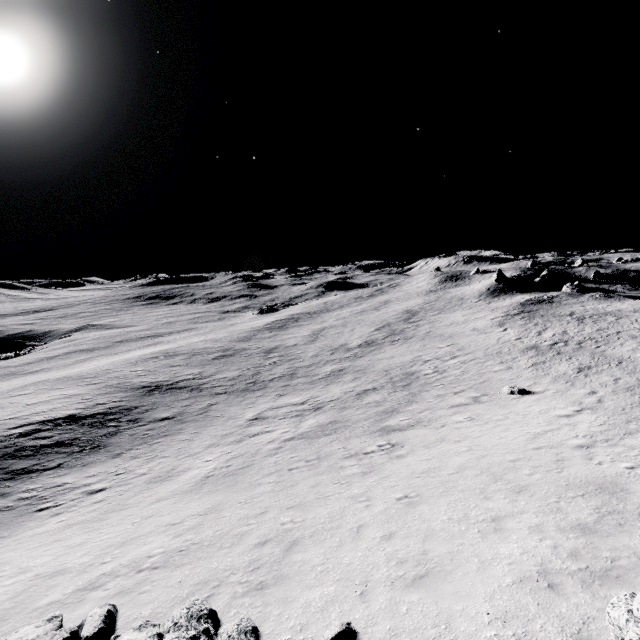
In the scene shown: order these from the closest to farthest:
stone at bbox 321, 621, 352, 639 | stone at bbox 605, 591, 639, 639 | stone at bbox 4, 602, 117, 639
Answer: stone at bbox 605, 591, 639, 639, stone at bbox 321, 621, 352, 639, stone at bbox 4, 602, 117, 639

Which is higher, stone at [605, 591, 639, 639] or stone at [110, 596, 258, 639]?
stone at [605, 591, 639, 639]

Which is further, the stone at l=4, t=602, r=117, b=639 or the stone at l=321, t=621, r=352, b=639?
the stone at l=4, t=602, r=117, b=639

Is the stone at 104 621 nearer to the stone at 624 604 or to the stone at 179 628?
the stone at 179 628

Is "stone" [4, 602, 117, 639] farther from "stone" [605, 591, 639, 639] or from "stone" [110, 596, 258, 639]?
"stone" [605, 591, 639, 639]

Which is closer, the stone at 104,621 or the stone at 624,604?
the stone at 624,604

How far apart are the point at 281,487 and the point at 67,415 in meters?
24.6 m

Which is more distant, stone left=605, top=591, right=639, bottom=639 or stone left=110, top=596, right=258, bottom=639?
stone left=110, top=596, right=258, bottom=639
